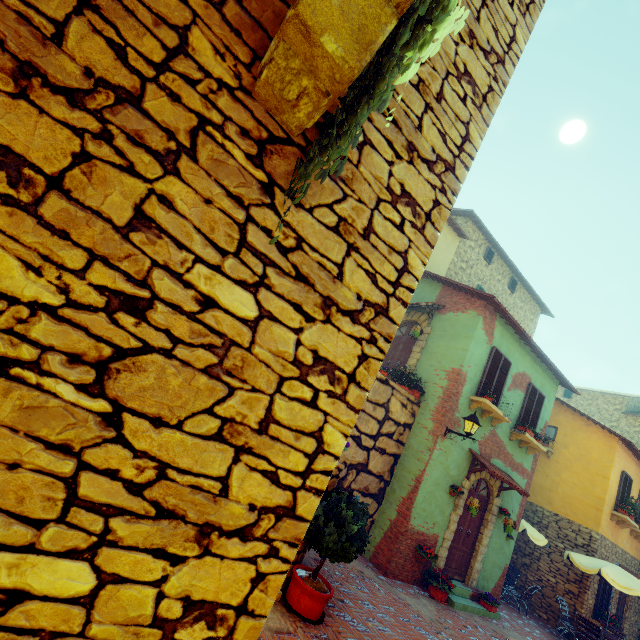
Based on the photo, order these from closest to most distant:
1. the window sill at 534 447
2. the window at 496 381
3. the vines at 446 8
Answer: the vines at 446 8 < the window at 496 381 < the window sill at 534 447

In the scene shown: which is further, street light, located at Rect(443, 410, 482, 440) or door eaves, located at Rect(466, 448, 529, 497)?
door eaves, located at Rect(466, 448, 529, 497)

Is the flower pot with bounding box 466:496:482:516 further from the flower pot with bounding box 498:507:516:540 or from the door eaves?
Answer: the flower pot with bounding box 498:507:516:540

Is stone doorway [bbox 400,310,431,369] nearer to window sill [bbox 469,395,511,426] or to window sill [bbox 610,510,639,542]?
window sill [bbox 469,395,511,426]

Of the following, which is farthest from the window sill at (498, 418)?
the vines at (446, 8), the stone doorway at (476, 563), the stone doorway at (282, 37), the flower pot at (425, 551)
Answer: the stone doorway at (282, 37)

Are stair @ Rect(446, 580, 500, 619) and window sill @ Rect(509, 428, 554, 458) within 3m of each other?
no

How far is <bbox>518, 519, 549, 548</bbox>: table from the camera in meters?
11.2

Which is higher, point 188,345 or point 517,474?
point 517,474
